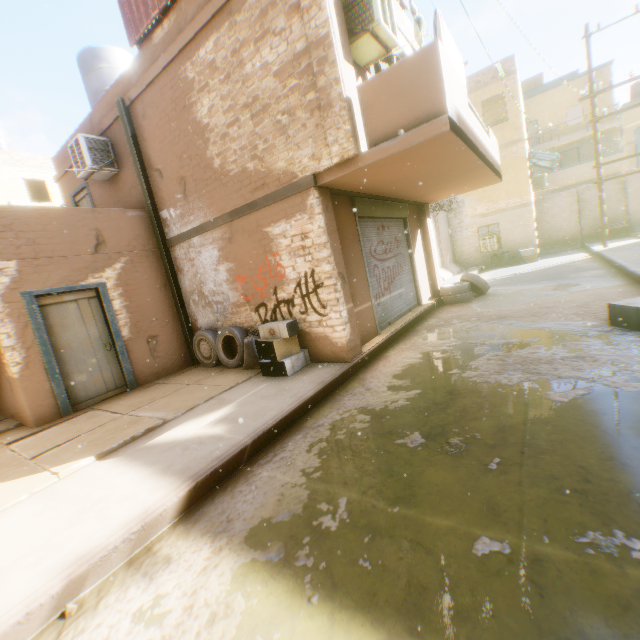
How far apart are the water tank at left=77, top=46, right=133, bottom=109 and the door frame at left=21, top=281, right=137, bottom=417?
4.3 meters

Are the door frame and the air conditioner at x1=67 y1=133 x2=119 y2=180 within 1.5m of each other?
no

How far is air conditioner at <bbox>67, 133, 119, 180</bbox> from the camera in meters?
8.0 m

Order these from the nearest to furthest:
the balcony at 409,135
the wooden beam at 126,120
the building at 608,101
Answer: the balcony at 409,135
the wooden beam at 126,120
the building at 608,101

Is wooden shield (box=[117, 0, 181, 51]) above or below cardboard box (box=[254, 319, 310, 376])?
above

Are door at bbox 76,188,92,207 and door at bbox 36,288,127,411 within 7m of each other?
yes

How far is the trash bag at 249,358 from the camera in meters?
6.6

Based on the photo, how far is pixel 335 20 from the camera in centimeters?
473cm
